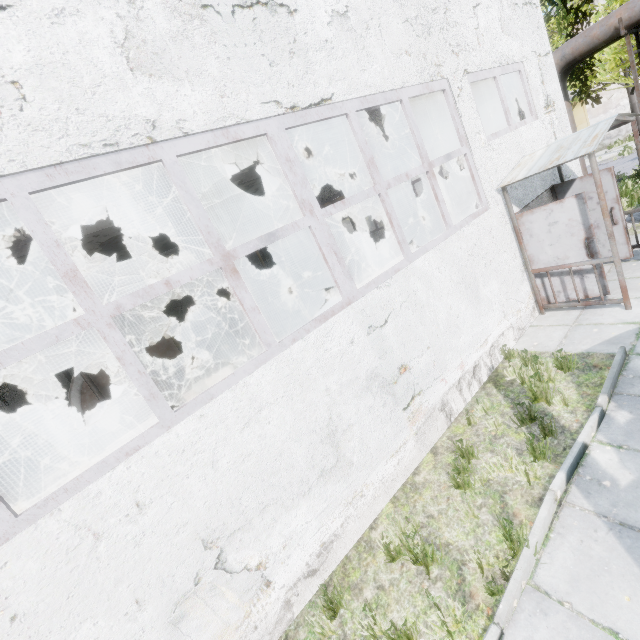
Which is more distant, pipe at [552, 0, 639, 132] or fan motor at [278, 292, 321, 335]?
fan motor at [278, 292, 321, 335]

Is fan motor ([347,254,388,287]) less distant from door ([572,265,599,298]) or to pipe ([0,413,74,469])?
door ([572,265,599,298])

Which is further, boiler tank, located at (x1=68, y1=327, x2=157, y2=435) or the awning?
boiler tank, located at (x1=68, y1=327, x2=157, y2=435)

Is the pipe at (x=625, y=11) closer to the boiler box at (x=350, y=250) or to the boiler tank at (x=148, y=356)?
the boiler box at (x=350, y=250)

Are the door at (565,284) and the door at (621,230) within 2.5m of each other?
yes

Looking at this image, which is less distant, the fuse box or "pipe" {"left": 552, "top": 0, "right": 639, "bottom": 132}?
"pipe" {"left": 552, "top": 0, "right": 639, "bottom": 132}

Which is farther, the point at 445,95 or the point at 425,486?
the point at 445,95

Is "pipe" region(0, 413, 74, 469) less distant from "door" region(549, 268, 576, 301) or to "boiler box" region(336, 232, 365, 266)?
"boiler box" region(336, 232, 365, 266)
